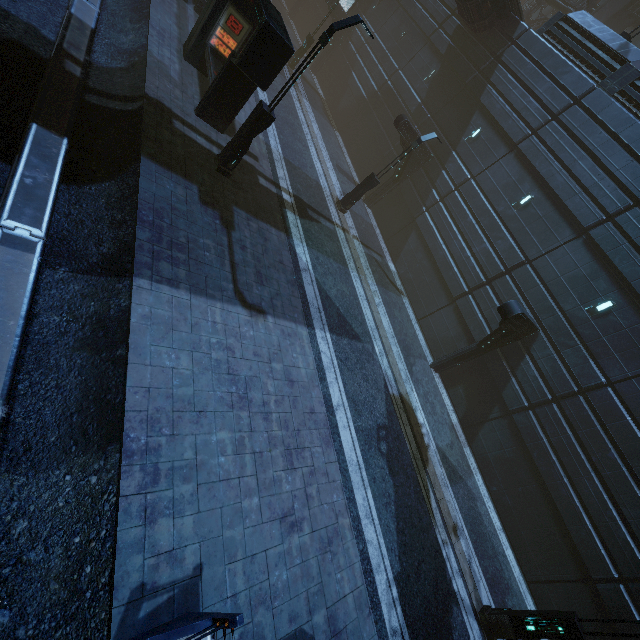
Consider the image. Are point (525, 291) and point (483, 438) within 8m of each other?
yes

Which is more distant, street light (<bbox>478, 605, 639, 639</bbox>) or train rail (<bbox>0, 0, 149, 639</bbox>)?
street light (<bbox>478, 605, 639, 639</bbox>)

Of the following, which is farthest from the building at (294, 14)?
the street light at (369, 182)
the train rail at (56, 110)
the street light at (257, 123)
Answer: the street light at (369, 182)

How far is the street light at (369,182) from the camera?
14.87m

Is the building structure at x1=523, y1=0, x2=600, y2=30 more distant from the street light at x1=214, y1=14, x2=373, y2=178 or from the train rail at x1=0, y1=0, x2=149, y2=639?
the street light at x1=214, y1=14, x2=373, y2=178

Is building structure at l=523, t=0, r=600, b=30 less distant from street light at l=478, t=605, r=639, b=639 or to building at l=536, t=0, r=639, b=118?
building at l=536, t=0, r=639, b=118

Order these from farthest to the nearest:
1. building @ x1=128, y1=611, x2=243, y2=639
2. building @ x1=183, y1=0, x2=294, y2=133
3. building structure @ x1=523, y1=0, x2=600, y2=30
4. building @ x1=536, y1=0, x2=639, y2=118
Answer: building structure @ x1=523, y1=0, x2=600, y2=30
building @ x1=536, y1=0, x2=639, y2=118
building @ x1=183, y1=0, x2=294, y2=133
building @ x1=128, y1=611, x2=243, y2=639

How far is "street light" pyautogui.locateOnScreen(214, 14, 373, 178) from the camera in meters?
8.0
